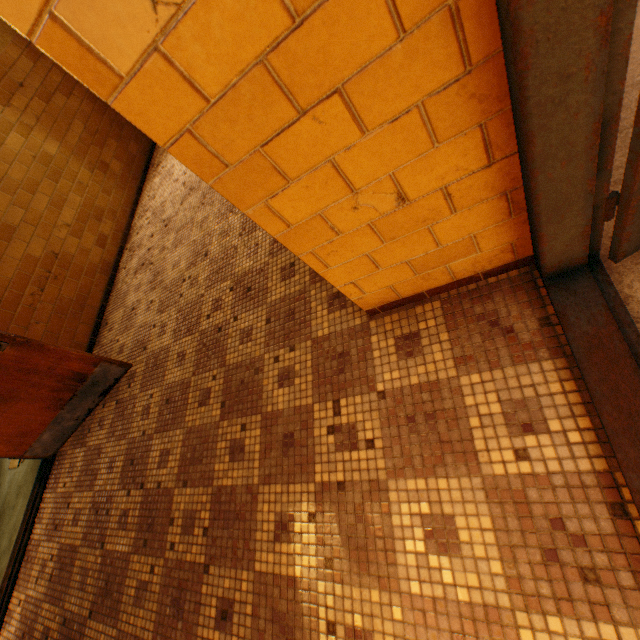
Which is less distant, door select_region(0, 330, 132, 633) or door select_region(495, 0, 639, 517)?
door select_region(495, 0, 639, 517)

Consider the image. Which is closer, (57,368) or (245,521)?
(245,521)

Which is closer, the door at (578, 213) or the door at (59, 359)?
the door at (578, 213)
